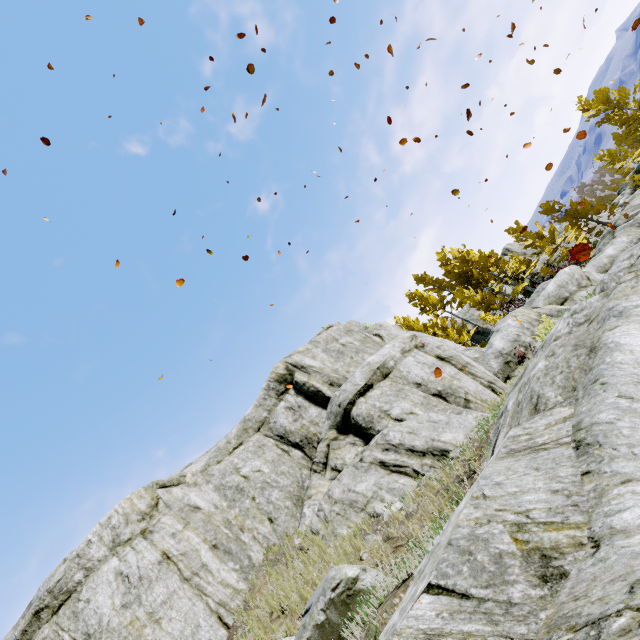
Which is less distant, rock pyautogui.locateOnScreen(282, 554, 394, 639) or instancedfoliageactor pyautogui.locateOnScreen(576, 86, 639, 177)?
rock pyautogui.locateOnScreen(282, 554, 394, 639)

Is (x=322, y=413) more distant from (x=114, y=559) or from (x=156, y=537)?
(x=114, y=559)

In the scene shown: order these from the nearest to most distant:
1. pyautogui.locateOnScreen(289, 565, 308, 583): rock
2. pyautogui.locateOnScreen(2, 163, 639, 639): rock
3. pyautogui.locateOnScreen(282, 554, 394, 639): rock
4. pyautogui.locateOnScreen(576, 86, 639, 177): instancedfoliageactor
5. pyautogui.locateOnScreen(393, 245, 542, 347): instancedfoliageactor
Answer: pyautogui.locateOnScreen(2, 163, 639, 639): rock → pyautogui.locateOnScreen(282, 554, 394, 639): rock → pyautogui.locateOnScreen(289, 565, 308, 583): rock → pyautogui.locateOnScreen(393, 245, 542, 347): instancedfoliageactor → pyautogui.locateOnScreen(576, 86, 639, 177): instancedfoliageactor

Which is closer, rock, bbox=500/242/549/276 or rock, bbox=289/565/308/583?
rock, bbox=289/565/308/583

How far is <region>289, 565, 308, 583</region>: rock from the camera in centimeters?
659cm

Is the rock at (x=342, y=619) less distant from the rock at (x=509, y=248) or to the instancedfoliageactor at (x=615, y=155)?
the rock at (x=509, y=248)

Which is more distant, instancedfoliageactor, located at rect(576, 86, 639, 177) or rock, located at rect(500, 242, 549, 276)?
rock, located at rect(500, 242, 549, 276)
